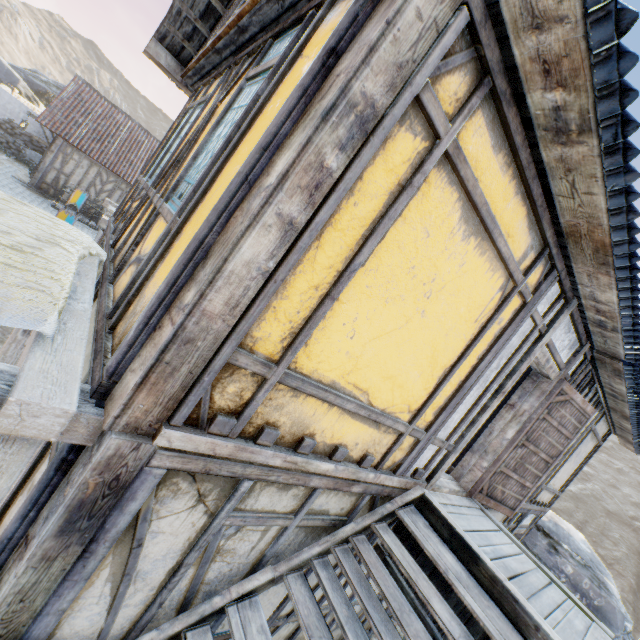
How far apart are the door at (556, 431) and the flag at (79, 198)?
10.73m

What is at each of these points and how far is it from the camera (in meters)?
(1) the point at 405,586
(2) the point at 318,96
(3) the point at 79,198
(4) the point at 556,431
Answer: (1) wooden structure, 3.34
(2) building, 1.65
(3) flag, 8.31
(4) door, 4.90

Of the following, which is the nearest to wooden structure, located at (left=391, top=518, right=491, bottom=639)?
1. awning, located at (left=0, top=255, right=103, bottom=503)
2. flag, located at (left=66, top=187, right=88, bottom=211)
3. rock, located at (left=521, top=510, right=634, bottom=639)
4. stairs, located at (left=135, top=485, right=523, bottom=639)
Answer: stairs, located at (left=135, top=485, right=523, bottom=639)

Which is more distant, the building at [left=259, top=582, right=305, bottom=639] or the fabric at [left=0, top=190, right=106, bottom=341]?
the building at [left=259, top=582, right=305, bottom=639]

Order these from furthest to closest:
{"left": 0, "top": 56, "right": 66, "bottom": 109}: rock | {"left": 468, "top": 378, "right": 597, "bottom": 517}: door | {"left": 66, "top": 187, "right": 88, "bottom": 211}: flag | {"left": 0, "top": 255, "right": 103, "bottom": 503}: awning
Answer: {"left": 0, "top": 56, "right": 66, "bottom": 109}: rock < {"left": 66, "top": 187, "right": 88, "bottom": 211}: flag < {"left": 468, "top": 378, "right": 597, "bottom": 517}: door < {"left": 0, "top": 255, "right": 103, "bottom": 503}: awning

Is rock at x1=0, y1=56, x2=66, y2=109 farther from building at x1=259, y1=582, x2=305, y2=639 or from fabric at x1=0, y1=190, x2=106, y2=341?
fabric at x1=0, y1=190, x2=106, y2=341

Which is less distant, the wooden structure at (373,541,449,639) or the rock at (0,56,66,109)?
the wooden structure at (373,541,449,639)

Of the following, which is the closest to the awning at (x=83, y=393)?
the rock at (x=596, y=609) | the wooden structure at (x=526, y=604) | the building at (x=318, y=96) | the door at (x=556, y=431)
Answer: the building at (x=318, y=96)
